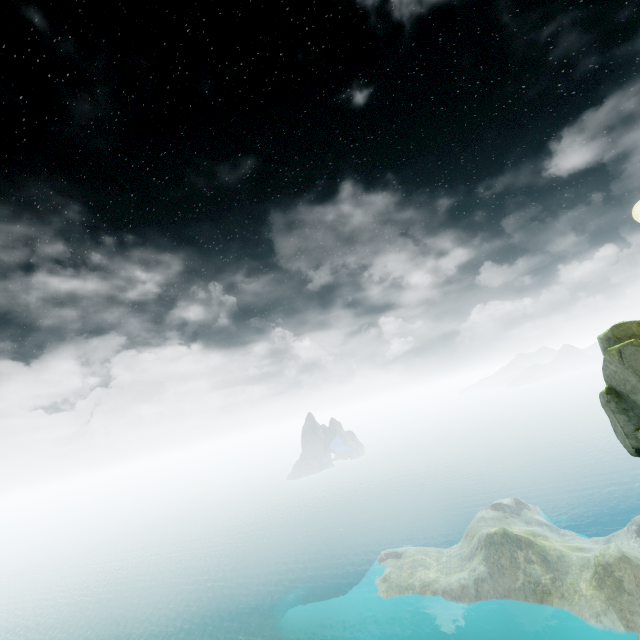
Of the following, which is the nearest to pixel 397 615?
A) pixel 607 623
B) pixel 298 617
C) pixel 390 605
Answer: pixel 390 605
